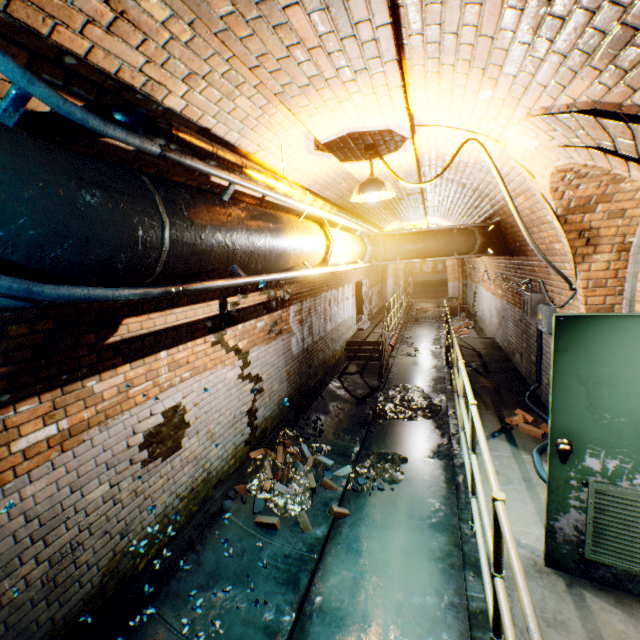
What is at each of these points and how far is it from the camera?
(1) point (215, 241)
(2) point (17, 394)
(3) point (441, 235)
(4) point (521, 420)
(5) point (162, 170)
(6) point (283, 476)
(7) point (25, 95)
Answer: (1) pipe, 1.5 meters
(2) building tunnel, 2.3 meters
(3) pipe, 5.3 meters
(4) bricks, 4.8 meters
(5) building tunnel, 2.5 meters
(6) bricks, 5.0 meters
(7) pipe railing, 0.8 meters

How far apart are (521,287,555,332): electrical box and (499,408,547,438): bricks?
1.4 meters

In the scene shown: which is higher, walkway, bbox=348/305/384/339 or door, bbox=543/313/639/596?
door, bbox=543/313/639/596

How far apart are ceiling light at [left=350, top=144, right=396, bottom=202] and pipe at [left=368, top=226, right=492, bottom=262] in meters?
1.5

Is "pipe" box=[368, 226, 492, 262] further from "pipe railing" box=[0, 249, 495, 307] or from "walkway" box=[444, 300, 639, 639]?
"walkway" box=[444, 300, 639, 639]

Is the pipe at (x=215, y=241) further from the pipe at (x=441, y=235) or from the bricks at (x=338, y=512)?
the bricks at (x=338, y=512)

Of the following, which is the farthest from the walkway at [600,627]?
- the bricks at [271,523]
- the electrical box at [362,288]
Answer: the electrical box at [362,288]

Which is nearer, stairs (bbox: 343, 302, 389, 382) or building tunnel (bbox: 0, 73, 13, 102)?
building tunnel (bbox: 0, 73, 13, 102)
